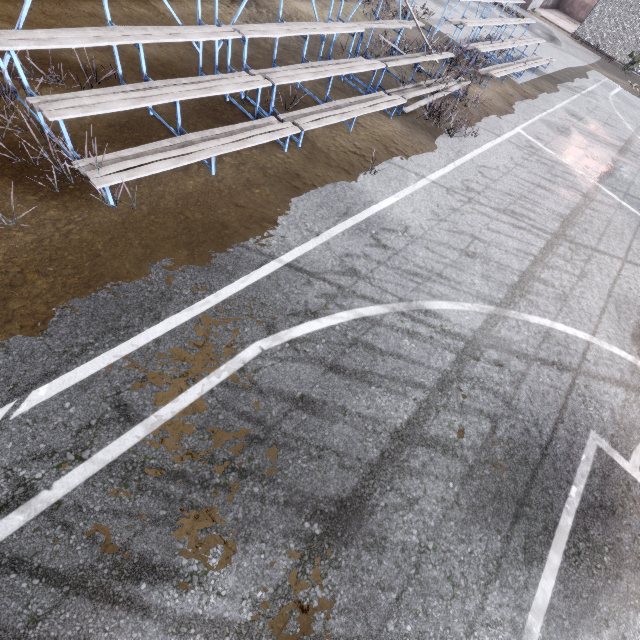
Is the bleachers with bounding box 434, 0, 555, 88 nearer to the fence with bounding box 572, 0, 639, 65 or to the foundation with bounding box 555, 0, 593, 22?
the fence with bounding box 572, 0, 639, 65

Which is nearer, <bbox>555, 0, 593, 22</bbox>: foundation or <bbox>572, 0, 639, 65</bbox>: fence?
<bbox>572, 0, 639, 65</bbox>: fence

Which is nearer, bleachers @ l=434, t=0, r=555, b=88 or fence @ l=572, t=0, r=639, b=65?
bleachers @ l=434, t=0, r=555, b=88

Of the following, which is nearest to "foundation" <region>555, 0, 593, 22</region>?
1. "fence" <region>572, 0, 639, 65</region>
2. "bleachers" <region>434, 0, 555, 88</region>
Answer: "fence" <region>572, 0, 639, 65</region>

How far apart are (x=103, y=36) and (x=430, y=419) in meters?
6.2 m

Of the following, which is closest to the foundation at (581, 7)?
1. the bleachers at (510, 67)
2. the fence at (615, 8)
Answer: the fence at (615, 8)
